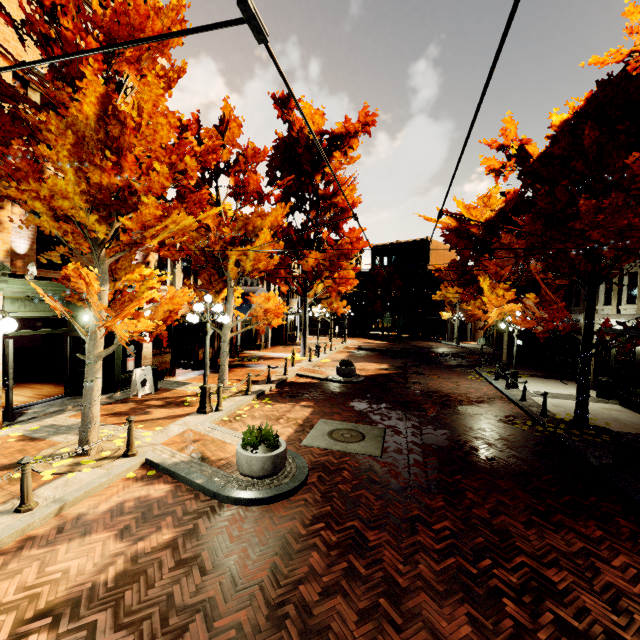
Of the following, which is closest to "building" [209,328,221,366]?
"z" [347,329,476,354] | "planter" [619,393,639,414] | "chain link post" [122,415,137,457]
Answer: "planter" [619,393,639,414]

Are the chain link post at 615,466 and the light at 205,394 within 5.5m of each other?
no

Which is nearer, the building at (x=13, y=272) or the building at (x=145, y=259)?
the building at (x=13, y=272)

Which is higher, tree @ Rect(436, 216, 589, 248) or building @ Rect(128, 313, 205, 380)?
tree @ Rect(436, 216, 589, 248)

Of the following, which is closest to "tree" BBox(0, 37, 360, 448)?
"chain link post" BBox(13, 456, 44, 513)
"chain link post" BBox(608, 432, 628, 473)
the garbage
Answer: "chain link post" BBox(13, 456, 44, 513)

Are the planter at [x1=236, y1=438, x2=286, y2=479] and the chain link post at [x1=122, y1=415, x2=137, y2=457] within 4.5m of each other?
yes

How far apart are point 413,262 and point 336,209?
31.3 meters

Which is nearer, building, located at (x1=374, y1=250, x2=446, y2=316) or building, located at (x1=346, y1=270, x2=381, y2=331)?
building, located at (x1=374, y1=250, x2=446, y2=316)
